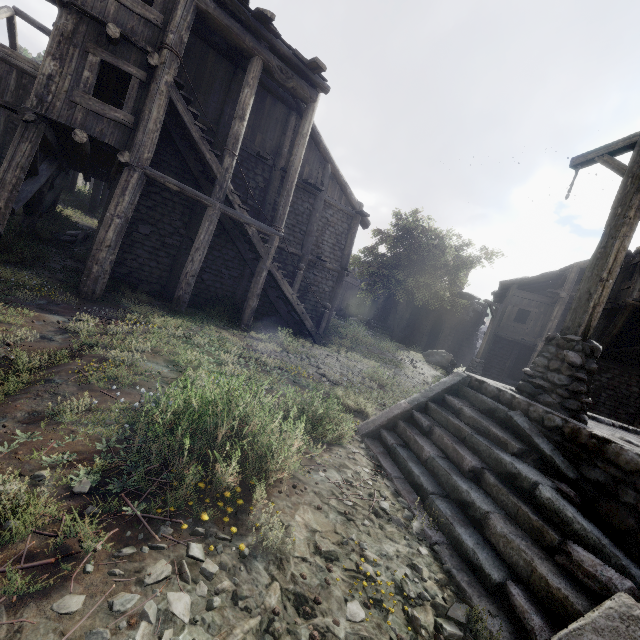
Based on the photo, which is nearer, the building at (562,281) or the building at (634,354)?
the building at (634,354)

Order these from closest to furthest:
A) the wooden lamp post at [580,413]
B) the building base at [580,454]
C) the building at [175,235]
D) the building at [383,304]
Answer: the building base at [580,454] → the wooden lamp post at [580,413] → the building at [175,235] → the building at [383,304]

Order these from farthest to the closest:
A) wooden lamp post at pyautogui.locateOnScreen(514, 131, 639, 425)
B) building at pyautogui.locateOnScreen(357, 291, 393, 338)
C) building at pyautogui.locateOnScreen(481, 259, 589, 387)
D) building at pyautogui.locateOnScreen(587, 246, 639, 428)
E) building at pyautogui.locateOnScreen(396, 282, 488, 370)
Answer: building at pyautogui.locateOnScreen(357, 291, 393, 338) < building at pyautogui.locateOnScreen(396, 282, 488, 370) < building at pyautogui.locateOnScreen(481, 259, 589, 387) < building at pyautogui.locateOnScreen(587, 246, 639, 428) < wooden lamp post at pyautogui.locateOnScreen(514, 131, 639, 425)

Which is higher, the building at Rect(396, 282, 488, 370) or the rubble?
the building at Rect(396, 282, 488, 370)

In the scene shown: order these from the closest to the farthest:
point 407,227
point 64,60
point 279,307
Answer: point 64,60, point 279,307, point 407,227

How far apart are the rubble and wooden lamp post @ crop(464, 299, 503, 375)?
19.4 meters

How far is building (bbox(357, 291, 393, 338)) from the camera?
33.25m

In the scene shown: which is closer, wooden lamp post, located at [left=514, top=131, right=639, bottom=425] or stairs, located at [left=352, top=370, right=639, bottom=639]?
stairs, located at [left=352, top=370, right=639, bottom=639]
